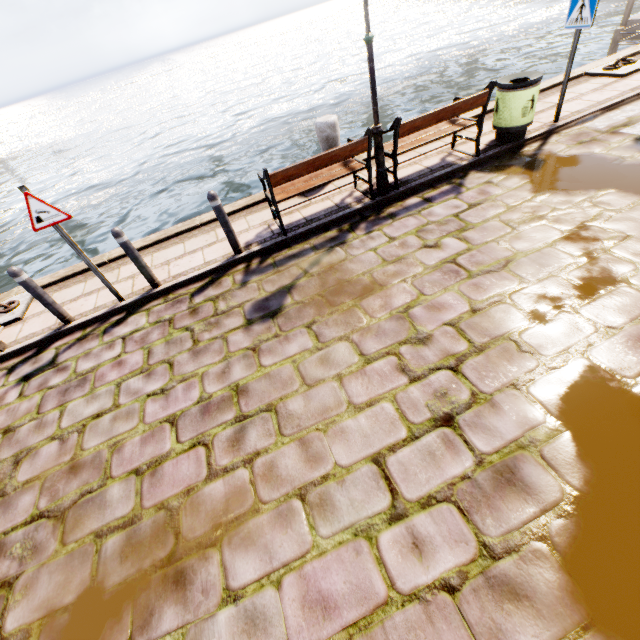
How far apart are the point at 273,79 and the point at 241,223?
42.4 meters

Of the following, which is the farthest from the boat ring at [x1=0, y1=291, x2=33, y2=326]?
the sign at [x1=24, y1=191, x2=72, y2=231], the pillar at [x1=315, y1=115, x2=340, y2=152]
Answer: the pillar at [x1=315, y1=115, x2=340, y2=152]

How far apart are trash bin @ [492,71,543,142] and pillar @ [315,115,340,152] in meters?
2.9 m

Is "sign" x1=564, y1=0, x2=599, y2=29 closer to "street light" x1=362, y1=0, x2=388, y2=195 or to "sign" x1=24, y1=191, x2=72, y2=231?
"street light" x1=362, y1=0, x2=388, y2=195

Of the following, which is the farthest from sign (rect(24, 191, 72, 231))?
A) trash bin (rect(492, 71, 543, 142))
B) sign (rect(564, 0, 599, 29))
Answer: sign (rect(564, 0, 599, 29))

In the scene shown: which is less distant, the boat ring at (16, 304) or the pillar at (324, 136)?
the boat ring at (16, 304)

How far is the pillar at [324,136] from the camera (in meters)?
6.39

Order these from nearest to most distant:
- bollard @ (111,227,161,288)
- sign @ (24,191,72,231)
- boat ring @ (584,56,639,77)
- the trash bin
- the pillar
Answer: sign @ (24,191,72,231), bollard @ (111,227,161,288), the trash bin, the pillar, boat ring @ (584,56,639,77)
